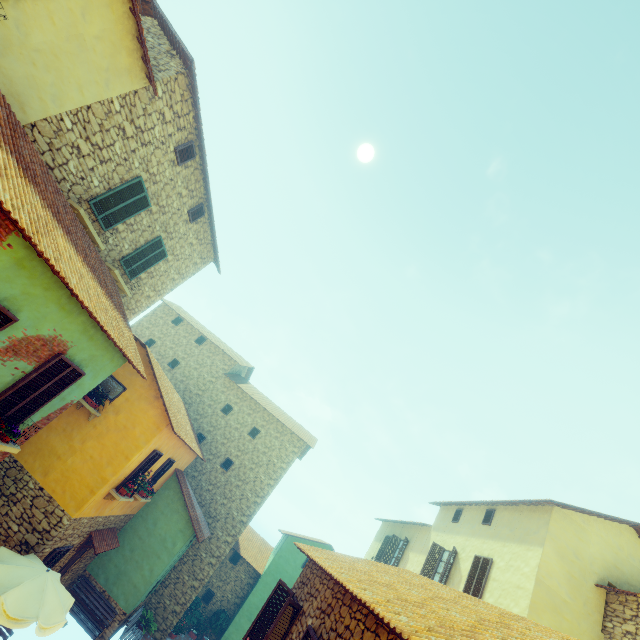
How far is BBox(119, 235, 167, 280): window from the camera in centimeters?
1114cm

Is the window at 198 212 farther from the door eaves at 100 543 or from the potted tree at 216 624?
the potted tree at 216 624

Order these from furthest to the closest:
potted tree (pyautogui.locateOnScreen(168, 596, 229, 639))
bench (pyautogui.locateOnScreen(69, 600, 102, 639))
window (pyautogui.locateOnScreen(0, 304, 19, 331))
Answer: potted tree (pyautogui.locateOnScreen(168, 596, 229, 639)) < bench (pyautogui.locateOnScreen(69, 600, 102, 639)) < window (pyautogui.locateOnScreen(0, 304, 19, 331))

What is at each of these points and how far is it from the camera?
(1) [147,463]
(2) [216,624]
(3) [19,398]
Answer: (1) window, 12.07m
(2) potted tree, 19.66m
(3) window, 6.33m

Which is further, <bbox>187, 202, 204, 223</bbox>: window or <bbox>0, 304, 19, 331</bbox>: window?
<bbox>187, 202, 204, 223</bbox>: window

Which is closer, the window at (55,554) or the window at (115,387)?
the window at (55,554)

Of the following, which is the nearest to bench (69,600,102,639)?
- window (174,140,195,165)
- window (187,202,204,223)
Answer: window (187,202,204,223)

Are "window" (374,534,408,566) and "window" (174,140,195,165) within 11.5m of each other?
no
